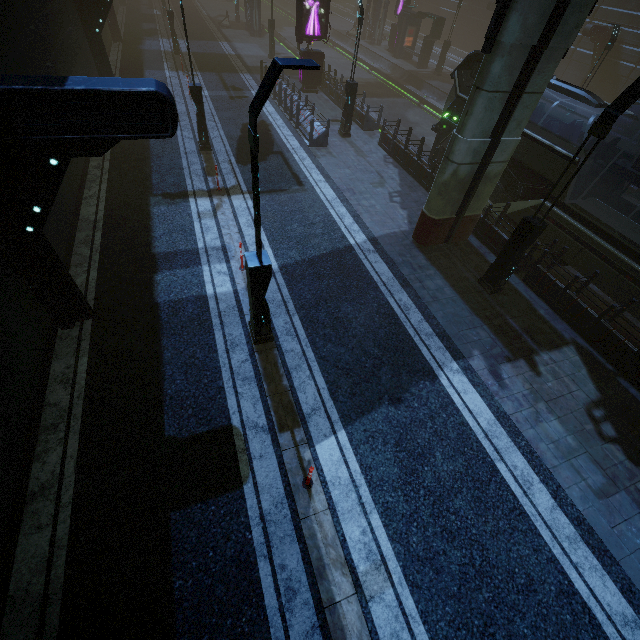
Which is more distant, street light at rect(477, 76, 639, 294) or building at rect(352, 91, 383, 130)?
building at rect(352, 91, 383, 130)

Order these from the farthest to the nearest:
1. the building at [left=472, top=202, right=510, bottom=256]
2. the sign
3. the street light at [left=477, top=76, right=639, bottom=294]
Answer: the sign < the building at [left=472, top=202, right=510, bottom=256] < the street light at [left=477, top=76, right=639, bottom=294]

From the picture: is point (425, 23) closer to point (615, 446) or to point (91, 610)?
point (615, 446)

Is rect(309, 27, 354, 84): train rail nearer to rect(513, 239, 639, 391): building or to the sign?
rect(513, 239, 639, 391): building

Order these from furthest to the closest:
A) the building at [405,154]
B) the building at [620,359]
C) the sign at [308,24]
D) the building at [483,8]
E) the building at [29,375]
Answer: the building at [483,8], the sign at [308,24], the building at [405,154], the building at [620,359], the building at [29,375]

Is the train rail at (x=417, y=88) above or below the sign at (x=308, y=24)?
below

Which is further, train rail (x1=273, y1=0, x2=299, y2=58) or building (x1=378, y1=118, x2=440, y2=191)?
train rail (x1=273, y1=0, x2=299, y2=58)
